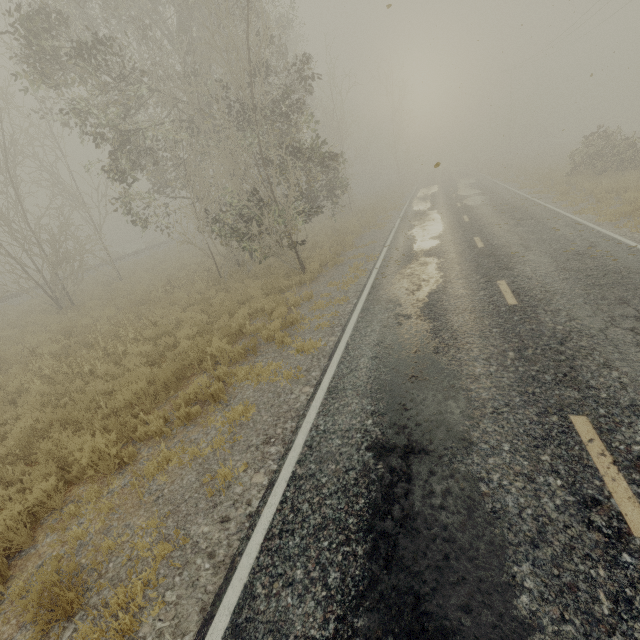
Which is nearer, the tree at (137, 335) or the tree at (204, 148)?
the tree at (137, 335)

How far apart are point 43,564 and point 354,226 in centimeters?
1923cm

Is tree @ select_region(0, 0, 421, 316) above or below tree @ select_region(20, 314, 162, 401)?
above

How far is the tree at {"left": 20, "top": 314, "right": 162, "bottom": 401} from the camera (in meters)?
8.60

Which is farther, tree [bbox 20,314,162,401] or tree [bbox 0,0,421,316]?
tree [bbox 0,0,421,316]

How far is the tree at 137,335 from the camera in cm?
860
